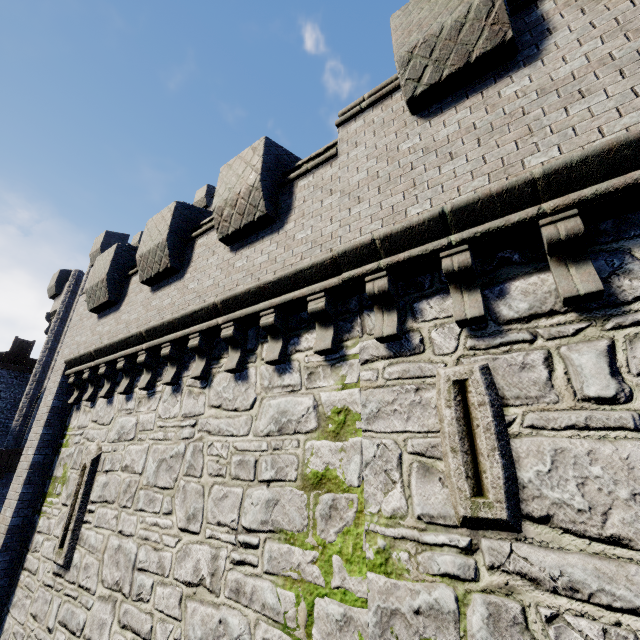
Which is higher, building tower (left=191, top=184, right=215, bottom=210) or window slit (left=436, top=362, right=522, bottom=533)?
building tower (left=191, top=184, right=215, bottom=210)

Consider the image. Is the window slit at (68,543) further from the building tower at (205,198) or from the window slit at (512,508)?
the window slit at (512,508)

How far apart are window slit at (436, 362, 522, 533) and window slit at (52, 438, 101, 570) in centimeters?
794cm

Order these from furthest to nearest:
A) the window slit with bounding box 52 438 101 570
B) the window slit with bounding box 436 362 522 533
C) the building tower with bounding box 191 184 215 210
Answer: the building tower with bounding box 191 184 215 210
the window slit with bounding box 52 438 101 570
the window slit with bounding box 436 362 522 533

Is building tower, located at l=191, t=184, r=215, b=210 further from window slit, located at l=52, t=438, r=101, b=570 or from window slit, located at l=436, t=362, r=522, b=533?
window slit, located at l=436, t=362, r=522, b=533

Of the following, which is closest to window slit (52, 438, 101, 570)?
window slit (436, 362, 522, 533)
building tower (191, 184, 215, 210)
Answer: building tower (191, 184, 215, 210)

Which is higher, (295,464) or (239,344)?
(239,344)

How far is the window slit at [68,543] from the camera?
6.90m
